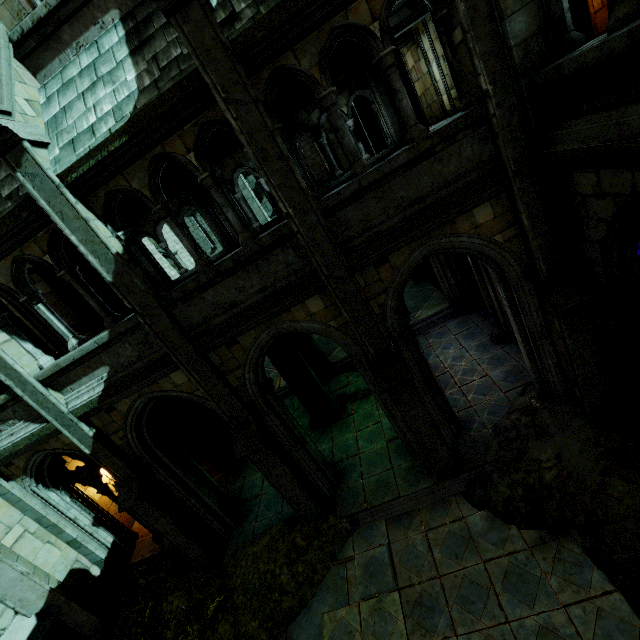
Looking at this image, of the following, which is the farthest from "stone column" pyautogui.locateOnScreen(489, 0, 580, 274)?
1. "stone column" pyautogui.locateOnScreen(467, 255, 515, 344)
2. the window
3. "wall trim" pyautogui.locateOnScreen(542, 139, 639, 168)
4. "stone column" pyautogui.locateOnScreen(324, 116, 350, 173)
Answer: "stone column" pyautogui.locateOnScreen(324, 116, 350, 173)

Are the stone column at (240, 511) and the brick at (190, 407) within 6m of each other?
yes

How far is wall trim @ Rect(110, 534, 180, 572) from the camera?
8.55m

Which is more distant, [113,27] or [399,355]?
[399,355]

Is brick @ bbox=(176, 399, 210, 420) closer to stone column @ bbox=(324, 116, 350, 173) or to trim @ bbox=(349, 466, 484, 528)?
trim @ bbox=(349, 466, 484, 528)

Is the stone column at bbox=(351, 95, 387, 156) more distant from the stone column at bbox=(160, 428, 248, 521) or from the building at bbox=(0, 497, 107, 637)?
the stone column at bbox=(160, 428, 248, 521)

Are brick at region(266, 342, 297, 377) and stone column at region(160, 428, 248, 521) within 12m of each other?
yes

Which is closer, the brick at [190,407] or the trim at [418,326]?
the brick at [190,407]
